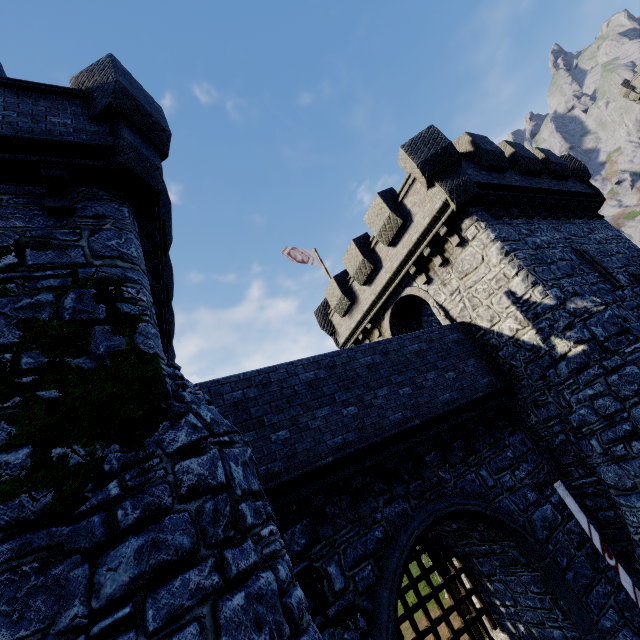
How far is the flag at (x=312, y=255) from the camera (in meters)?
19.20

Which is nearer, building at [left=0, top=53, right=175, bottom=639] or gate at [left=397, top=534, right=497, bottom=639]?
building at [left=0, top=53, right=175, bottom=639]

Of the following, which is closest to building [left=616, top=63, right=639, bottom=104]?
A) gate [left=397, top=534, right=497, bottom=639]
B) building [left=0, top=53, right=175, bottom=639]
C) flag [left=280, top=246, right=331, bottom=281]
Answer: building [left=0, top=53, right=175, bottom=639]

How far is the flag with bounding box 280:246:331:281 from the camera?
19.20m

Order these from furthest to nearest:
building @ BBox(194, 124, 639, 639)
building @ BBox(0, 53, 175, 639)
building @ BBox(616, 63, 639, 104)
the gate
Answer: building @ BBox(616, 63, 639, 104) → the gate → building @ BBox(194, 124, 639, 639) → building @ BBox(0, 53, 175, 639)

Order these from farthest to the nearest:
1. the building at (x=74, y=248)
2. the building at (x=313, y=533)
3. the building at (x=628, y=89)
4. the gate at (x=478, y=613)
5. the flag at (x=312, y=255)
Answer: the building at (x=628, y=89)
the flag at (x=312, y=255)
the gate at (x=478, y=613)
the building at (x=313, y=533)
the building at (x=74, y=248)

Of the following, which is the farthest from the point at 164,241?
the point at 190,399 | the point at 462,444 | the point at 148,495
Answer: the point at 462,444
